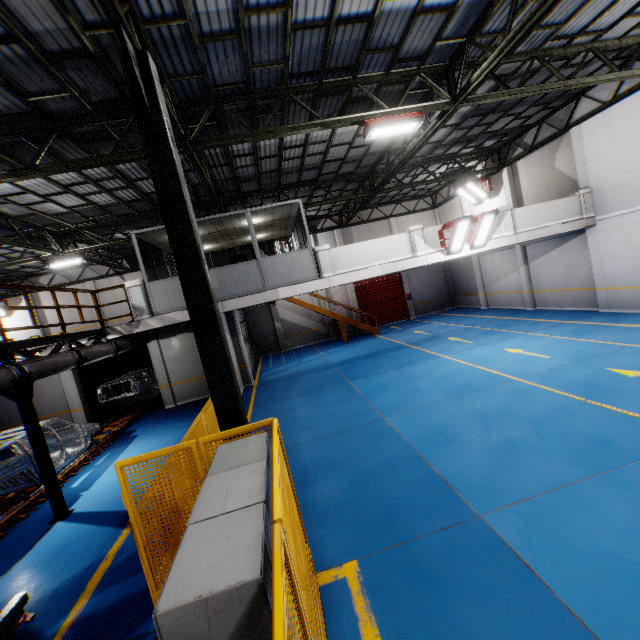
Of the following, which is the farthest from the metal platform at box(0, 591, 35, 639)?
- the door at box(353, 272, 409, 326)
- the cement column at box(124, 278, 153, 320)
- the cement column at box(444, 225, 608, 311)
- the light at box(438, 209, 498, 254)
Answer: the door at box(353, 272, 409, 326)

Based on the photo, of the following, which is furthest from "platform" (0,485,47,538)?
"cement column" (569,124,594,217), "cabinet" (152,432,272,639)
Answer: "cement column" (569,124,594,217)

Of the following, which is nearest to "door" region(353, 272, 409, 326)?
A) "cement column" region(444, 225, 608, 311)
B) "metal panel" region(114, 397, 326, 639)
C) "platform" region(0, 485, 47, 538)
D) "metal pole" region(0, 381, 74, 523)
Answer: "cement column" region(444, 225, 608, 311)

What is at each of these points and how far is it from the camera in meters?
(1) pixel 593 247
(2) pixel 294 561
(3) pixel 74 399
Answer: (1) cement column, 13.9
(2) metal panel, 2.6
(3) cement column, 14.4

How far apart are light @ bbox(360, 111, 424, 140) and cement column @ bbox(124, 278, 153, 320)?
8.6 meters

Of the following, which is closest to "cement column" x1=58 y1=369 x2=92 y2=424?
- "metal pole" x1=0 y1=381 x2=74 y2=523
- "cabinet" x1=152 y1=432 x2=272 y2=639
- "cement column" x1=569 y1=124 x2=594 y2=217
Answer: "metal pole" x1=0 y1=381 x2=74 y2=523

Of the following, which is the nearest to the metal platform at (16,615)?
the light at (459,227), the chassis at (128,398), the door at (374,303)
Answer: the chassis at (128,398)

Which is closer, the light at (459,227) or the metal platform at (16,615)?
the metal platform at (16,615)
